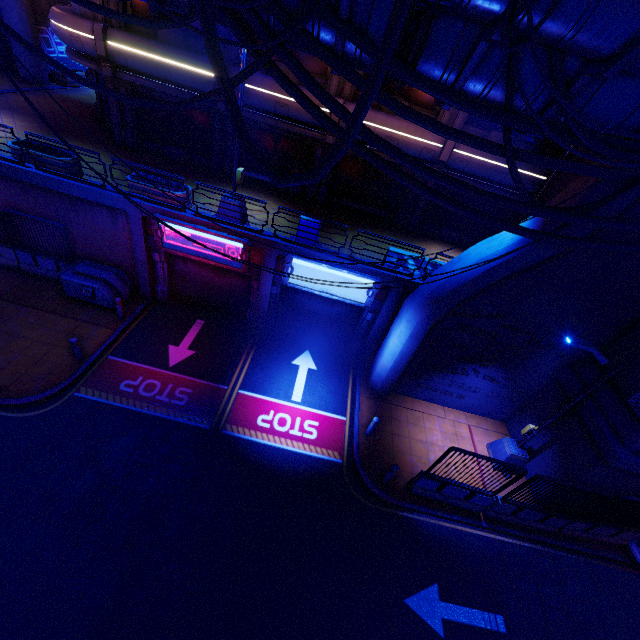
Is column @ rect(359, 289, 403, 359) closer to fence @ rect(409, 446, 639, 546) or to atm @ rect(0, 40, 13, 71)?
fence @ rect(409, 446, 639, 546)

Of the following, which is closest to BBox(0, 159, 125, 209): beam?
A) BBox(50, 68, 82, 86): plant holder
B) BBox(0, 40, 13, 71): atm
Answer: BBox(0, 40, 13, 71): atm

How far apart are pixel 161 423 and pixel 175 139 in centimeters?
1400cm

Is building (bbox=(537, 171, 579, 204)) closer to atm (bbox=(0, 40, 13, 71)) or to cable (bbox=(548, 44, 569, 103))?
cable (bbox=(548, 44, 569, 103))

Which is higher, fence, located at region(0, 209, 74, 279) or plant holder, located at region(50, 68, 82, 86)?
plant holder, located at region(50, 68, 82, 86)

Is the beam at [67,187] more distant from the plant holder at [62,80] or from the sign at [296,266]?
the plant holder at [62,80]

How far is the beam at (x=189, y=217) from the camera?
11.88m

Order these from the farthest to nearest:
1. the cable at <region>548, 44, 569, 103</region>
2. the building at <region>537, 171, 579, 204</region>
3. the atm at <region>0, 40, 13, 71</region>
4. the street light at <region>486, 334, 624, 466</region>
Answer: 1. the atm at <region>0, 40, 13, 71</region>
2. the building at <region>537, 171, 579, 204</region>
3. the street light at <region>486, 334, 624, 466</region>
4. the cable at <region>548, 44, 569, 103</region>
